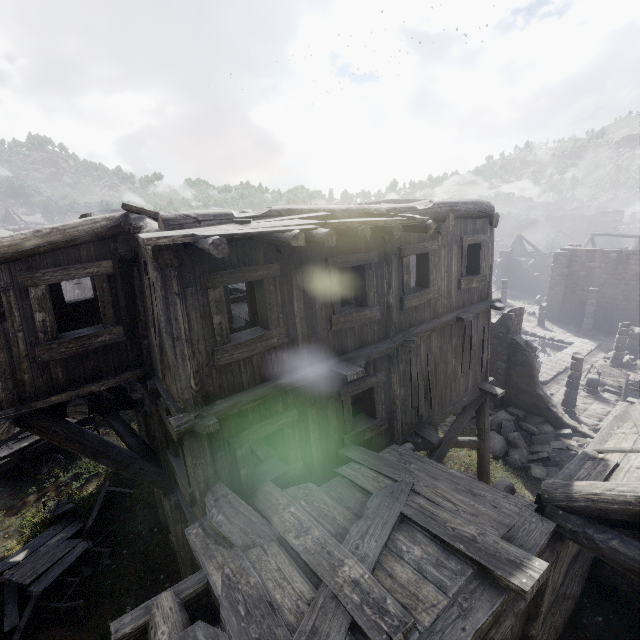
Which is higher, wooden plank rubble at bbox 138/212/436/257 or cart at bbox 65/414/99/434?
wooden plank rubble at bbox 138/212/436/257

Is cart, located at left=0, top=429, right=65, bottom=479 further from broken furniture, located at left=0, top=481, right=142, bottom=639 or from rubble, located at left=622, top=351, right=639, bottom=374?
rubble, located at left=622, top=351, right=639, bottom=374

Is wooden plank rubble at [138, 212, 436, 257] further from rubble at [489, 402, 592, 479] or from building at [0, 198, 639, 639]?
rubble at [489, 402, 592, 479]

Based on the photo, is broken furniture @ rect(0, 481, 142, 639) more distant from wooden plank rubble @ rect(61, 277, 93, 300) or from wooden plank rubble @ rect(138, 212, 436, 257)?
wooden plank rubble @ rect(61, 277, 93, 300)

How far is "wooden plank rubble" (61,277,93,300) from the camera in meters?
18.3

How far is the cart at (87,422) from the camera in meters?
12.7 m

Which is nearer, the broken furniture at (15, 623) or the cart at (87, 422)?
the broken furniture at (15, 623)

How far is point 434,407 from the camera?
9.0 meters
